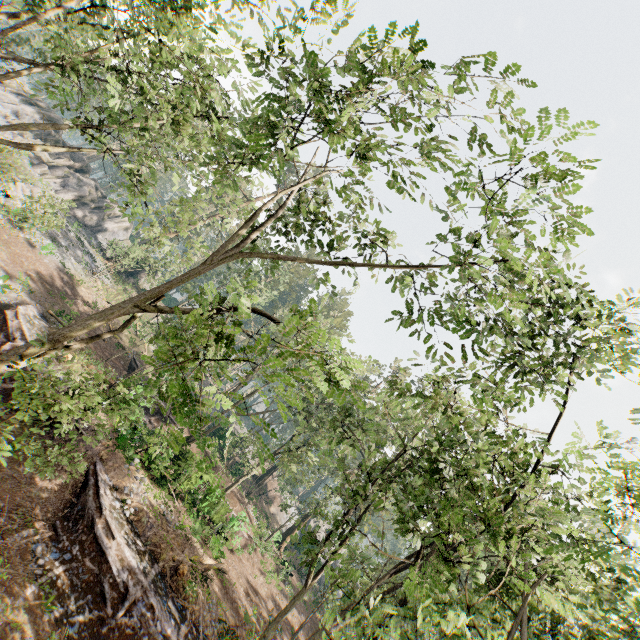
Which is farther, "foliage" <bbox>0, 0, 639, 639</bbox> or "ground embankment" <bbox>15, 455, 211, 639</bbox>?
"ground embankment" <bbox>15, 455, 211, 639</bbox>

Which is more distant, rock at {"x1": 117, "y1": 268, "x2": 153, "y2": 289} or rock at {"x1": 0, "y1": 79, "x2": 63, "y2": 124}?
rock at {"x1": 117, "y1": 268, "x2": 153, "y2": 289}

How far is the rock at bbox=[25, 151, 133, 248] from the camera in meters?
39.1 m

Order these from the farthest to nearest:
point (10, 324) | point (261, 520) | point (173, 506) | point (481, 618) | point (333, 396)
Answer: point (261, 520), point (173, 506), point (10, 324), point (481, 618), point (333, 396)

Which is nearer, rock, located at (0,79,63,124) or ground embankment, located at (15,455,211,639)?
ground embankment, located at (15,455,211,639)

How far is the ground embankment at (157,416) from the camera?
24.71m

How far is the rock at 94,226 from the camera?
39.09m
